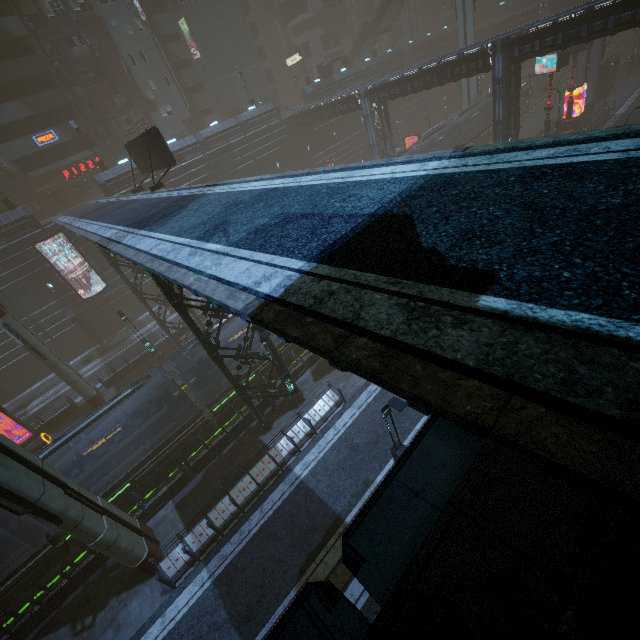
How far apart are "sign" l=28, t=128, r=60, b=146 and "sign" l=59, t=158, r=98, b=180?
3.70m

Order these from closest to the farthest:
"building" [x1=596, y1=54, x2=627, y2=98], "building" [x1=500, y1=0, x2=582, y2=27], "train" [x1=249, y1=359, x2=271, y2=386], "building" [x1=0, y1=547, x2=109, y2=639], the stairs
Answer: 1. "building" [x1=0, y1=547, x2=109, y2=639]
2. "train" [x1=249, y1=359, x2=271, y2=386]
3. "building" [x1=596, y1=54, x2=627, y2=98]
4. the stairs
5. "building" [x1=500, y1=0, x2=582, y2=27]

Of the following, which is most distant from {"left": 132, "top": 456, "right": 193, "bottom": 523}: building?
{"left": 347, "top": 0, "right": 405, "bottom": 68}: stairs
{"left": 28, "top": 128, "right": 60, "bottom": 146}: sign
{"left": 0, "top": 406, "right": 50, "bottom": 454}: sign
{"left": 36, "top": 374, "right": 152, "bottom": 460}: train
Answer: {"left": 36, "top": 374, "right": 152, "bottom": 460}: train

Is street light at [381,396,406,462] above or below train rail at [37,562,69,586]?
above

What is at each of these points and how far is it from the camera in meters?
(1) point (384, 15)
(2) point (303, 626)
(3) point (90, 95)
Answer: (1) stairs, 50.6 m
(2) building, 1.5 m
(3) building, 38.8 m

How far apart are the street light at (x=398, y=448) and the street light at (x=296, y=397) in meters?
6.6

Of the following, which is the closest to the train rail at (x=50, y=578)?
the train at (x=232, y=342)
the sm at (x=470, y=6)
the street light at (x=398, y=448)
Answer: the train at (x=232, y=342)

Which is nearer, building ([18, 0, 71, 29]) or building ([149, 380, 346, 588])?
building ([149, 380, 346, 588])
